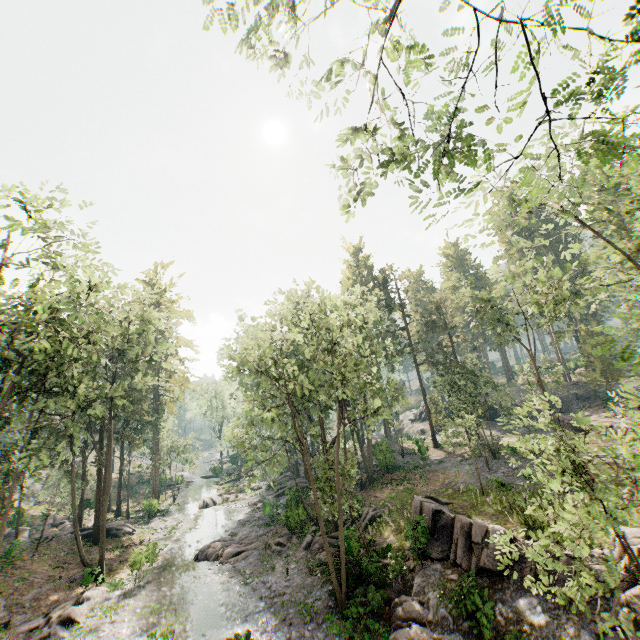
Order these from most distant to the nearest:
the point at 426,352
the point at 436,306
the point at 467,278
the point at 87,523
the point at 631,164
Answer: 1. the point at 426,352
2. the point at 436,306
3. the point at 87,523
4. the point at 467,278
5. the point at 631,164

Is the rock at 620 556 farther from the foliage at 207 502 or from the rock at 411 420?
the rock at 411 420

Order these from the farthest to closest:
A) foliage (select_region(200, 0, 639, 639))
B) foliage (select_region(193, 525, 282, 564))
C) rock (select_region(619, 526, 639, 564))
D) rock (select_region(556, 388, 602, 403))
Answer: rock (select_region(556, 388, 602, 403)) < foliage (select_region(193, 525, 282, 564)) < rock (select_region(619, 526, 639, 564)) < foliage (select_region(200, 0, 639, 639))

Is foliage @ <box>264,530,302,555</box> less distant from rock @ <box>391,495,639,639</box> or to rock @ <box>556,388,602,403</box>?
rock @ <box>391,495,639,639</box>

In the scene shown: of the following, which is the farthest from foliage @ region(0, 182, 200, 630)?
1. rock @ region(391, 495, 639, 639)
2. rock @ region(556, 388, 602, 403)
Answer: rock @ region(556, 388, 602, 403)

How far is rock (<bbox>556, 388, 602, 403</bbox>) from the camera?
41.1m
